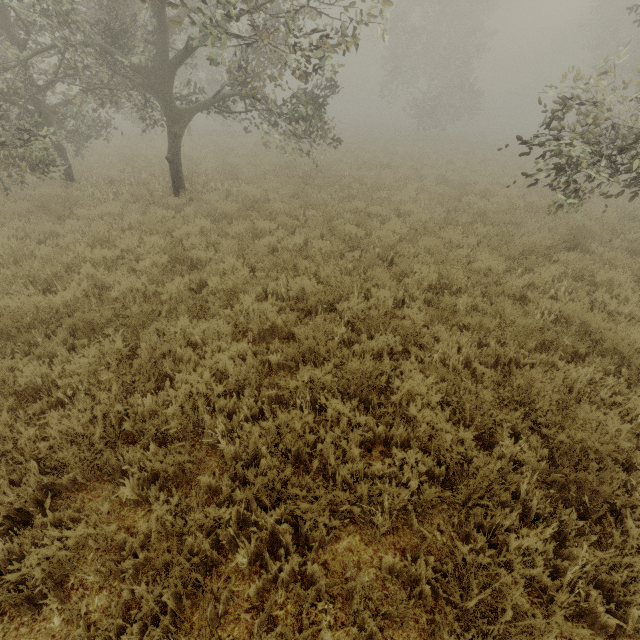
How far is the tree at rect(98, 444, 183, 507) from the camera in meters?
2.9 m

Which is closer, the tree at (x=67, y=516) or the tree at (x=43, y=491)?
the tree at (x=67, y=516)

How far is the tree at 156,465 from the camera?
2.9 meters

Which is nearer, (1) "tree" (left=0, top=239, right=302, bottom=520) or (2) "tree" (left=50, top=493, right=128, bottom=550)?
(2) "tree" (left=50, top=493, right=128, bottom=550)

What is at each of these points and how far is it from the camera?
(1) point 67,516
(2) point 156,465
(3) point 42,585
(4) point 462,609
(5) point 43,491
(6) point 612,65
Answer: (1) tree, 2.82m
(2) tree, 2.93m
(3) tree, 2.40m
(4) tree, 2.28m
(5) tree, 2.97m
(6) tree, 21.58m
